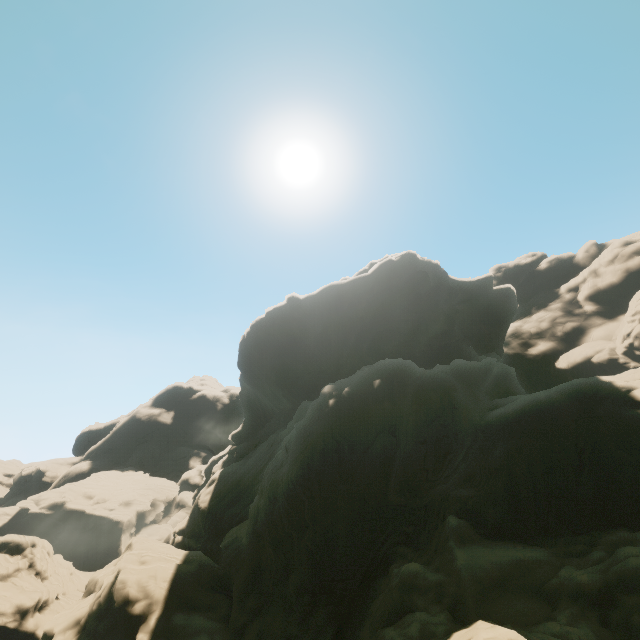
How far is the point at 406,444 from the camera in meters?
25.4 m
